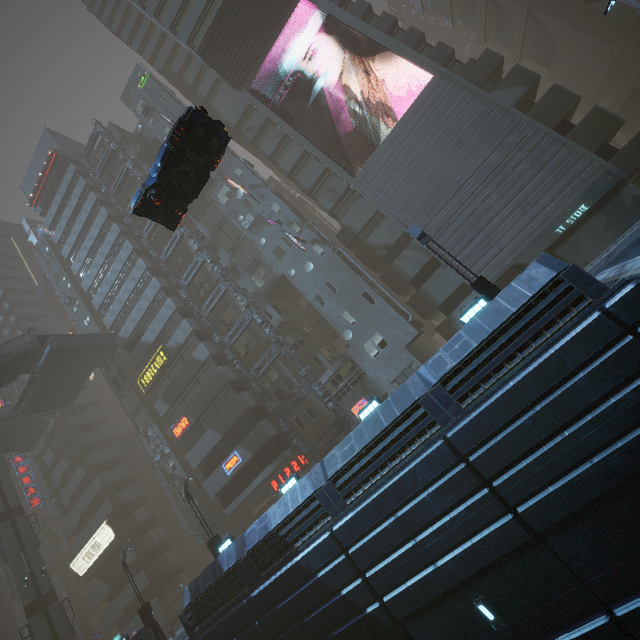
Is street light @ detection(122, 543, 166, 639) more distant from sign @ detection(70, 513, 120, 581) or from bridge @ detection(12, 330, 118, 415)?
bridge @ detection(12, 330, 118, 415)

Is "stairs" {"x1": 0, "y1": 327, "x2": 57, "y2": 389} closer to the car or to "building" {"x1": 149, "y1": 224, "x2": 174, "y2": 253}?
"building" {"x1": 149, "y1": 224, "x2": 174, "y2": 253}

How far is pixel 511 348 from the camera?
10.29m

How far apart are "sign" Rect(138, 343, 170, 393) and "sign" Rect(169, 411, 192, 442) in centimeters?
428cm

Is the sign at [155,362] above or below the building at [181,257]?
below

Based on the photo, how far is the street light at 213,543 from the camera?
18.8m

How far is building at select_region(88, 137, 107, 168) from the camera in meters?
40.7 m

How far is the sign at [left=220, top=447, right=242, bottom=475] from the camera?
26.6 meters
